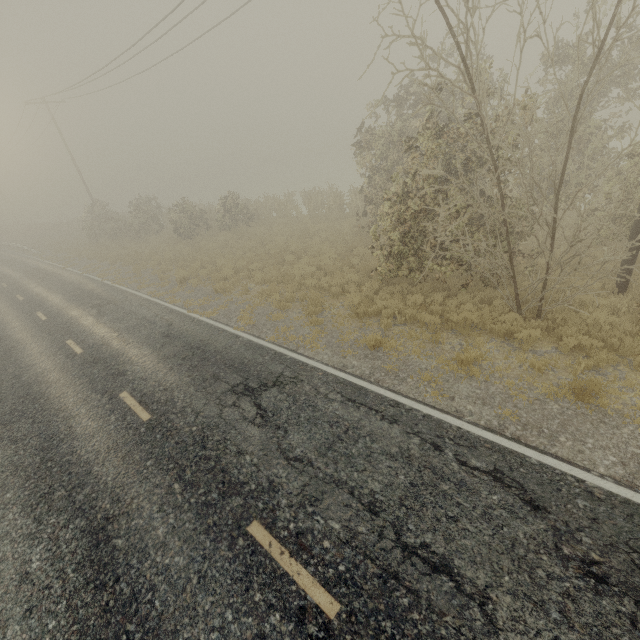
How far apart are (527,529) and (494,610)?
1.2 meters

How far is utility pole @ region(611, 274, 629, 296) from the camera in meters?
8.7 m

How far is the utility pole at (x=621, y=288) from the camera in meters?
8.7
